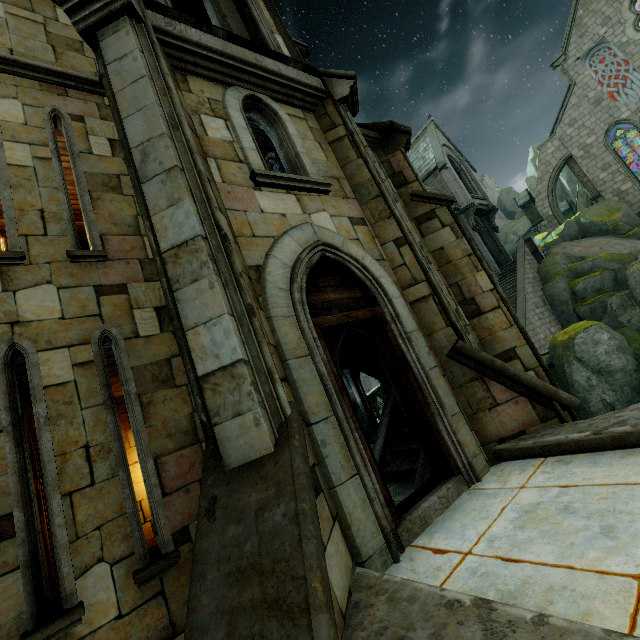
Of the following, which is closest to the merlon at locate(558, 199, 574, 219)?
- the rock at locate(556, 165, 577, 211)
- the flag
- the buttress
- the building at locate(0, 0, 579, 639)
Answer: the buttress

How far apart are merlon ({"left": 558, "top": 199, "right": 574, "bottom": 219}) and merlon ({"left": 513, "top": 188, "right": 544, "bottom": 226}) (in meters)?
10.90

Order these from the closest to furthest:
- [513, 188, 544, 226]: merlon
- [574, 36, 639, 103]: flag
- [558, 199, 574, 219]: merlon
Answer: [574, 36, 639, 103]: flag, [513, 188, 544, 226]: merlon, [558, 199, 574, 219]: merlon

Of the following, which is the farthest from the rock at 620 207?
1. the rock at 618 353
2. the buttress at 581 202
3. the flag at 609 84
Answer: the flag at 609 84

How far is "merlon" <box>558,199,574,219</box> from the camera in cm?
3644

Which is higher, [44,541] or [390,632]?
[44,541]

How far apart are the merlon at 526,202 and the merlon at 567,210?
10.90m

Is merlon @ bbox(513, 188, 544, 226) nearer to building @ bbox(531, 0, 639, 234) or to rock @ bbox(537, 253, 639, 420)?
building @ bbox(531, 0, 639, 234)
